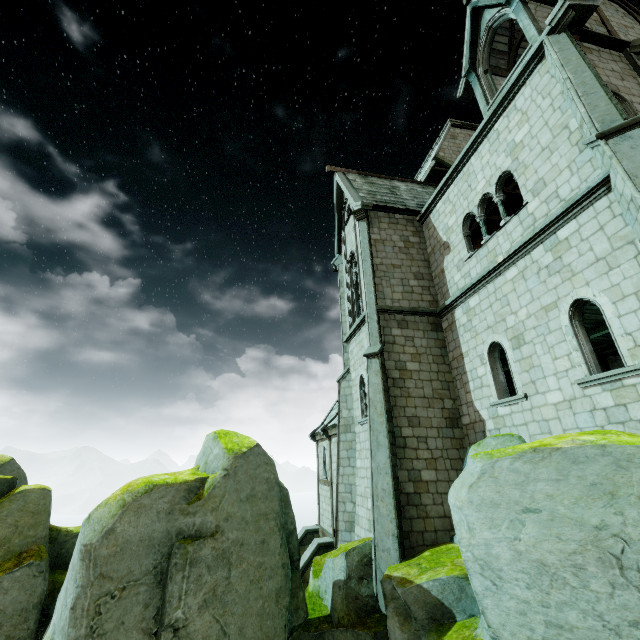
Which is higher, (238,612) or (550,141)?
(550,141)

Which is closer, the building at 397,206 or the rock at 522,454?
the rock at 522,454

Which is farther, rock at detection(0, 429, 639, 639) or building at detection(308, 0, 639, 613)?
building at detection(308, 0, 639, 613)
